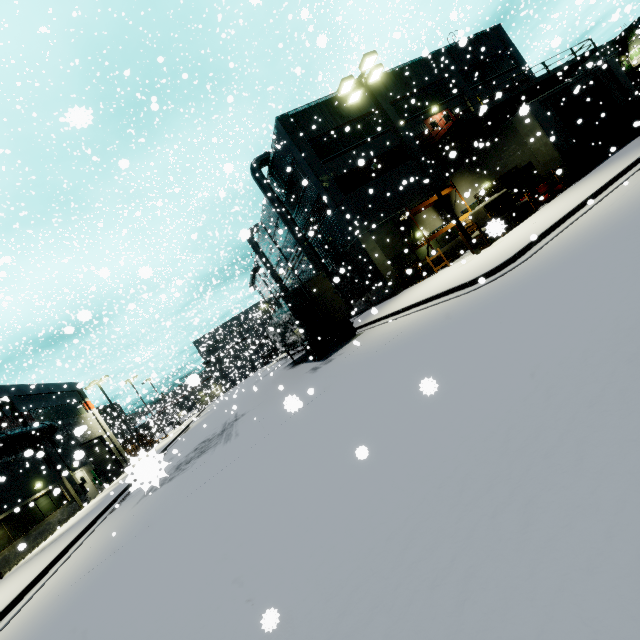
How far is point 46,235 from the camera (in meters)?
27.05

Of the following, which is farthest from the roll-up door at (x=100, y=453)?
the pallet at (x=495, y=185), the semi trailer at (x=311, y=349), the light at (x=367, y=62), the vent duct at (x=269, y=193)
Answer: the light at (x=367, y=62)

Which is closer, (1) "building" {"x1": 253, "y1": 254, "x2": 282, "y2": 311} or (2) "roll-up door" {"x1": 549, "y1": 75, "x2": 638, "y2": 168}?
→ (2) "roll-up door" {"x1": 549, "y1": 75, "x2": 638, "y2": 168}

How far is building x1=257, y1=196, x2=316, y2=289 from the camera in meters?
32.6 m

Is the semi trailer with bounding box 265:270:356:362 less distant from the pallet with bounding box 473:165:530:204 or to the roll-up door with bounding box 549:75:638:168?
the roll-up door with bounding box 549:75:638:168

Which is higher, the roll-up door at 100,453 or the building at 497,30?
the building at 497,30

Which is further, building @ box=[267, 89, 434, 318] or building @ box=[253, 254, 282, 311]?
building @ box=[253, 254, 282, 311]

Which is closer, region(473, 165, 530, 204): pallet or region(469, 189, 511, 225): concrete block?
region(469, 189, 511, 225): concrete block
